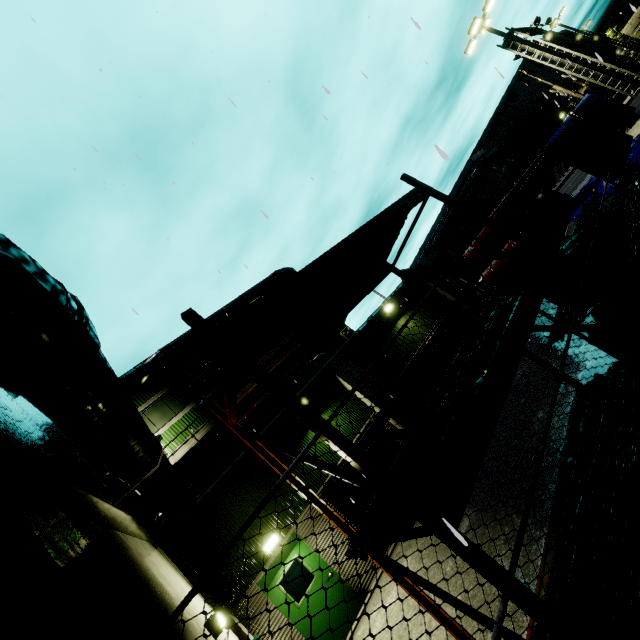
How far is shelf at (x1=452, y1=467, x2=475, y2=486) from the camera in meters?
2.5

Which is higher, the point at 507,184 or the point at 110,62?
the point at 110,62

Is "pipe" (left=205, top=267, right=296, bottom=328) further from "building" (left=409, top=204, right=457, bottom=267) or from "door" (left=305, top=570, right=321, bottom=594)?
"door" (left=305, top=570, right=321, bottom=594)

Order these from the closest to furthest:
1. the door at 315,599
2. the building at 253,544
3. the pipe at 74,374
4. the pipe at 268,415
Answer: the pipe at 74,374
the door at 315,599
the building at 253,544
the pipe at 268,415

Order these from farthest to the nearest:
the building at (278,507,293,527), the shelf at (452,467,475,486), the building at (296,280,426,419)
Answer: the building at (296,280,426,419), the building at (278,507,293,527), the shelf at (452,467,475,486)

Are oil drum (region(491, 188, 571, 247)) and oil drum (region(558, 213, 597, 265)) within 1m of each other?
yes

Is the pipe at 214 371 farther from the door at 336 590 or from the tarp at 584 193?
the tarp at 584 193

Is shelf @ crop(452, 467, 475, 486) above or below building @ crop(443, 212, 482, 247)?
below
